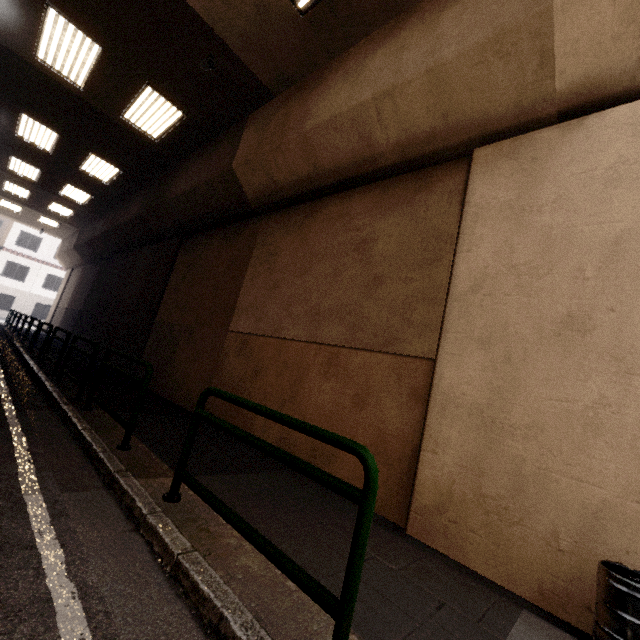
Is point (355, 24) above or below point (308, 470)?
above

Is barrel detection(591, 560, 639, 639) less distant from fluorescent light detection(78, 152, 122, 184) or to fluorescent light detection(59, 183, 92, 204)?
fluorescent light detection(78, 152, 122, 184)

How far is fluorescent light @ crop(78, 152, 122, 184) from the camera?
11.3 meters

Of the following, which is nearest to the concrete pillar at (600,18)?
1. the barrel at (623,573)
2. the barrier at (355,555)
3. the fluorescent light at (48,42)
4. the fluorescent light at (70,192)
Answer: the barrel at (623,573)

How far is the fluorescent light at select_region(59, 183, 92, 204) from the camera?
14.3m

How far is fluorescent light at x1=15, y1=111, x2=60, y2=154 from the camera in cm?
997

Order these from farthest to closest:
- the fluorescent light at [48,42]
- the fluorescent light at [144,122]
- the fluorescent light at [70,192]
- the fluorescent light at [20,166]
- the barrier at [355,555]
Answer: the fluorescent light at [70,192]
the fluorescent light at [20,166]
the fluorescent light at [144,122]
the fluorescent light at [48,42]
the barrier at [355,555]

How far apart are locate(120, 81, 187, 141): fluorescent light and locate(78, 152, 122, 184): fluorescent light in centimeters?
327cm
